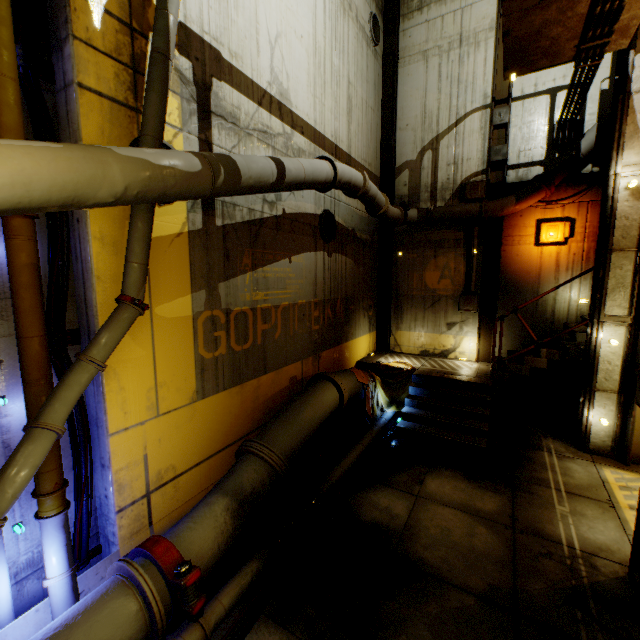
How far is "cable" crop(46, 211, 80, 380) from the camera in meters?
3.7

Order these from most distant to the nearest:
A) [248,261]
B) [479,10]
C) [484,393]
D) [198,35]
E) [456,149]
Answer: [456,149], [479,10], [484,393], [248,261], [198,35]

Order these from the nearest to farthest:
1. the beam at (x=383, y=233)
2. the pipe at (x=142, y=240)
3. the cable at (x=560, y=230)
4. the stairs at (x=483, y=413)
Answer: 1. the pipe at (x=142, y=240)
2. the stairs at (x=483, y=413)
3. the cable at (x=560, y=230)
4. the beam at (x=383, y=233)

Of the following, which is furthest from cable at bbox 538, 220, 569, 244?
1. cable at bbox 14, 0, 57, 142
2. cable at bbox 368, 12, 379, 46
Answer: cable at bbox 14, 0, 57, 142

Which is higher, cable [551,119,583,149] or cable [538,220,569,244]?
cable [551,119,583,149]

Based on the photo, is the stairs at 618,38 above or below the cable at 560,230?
above

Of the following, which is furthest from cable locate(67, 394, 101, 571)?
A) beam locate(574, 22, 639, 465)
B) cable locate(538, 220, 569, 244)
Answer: cable locate(538, 220, 569, 244)
